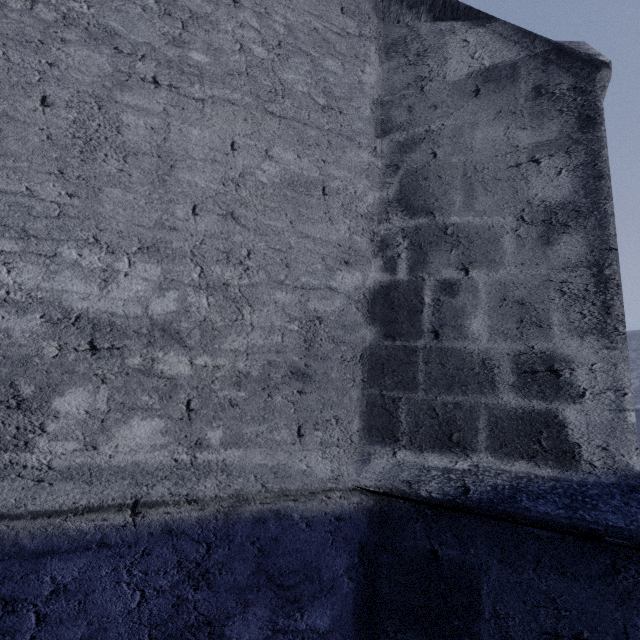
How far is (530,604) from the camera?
1.5m
